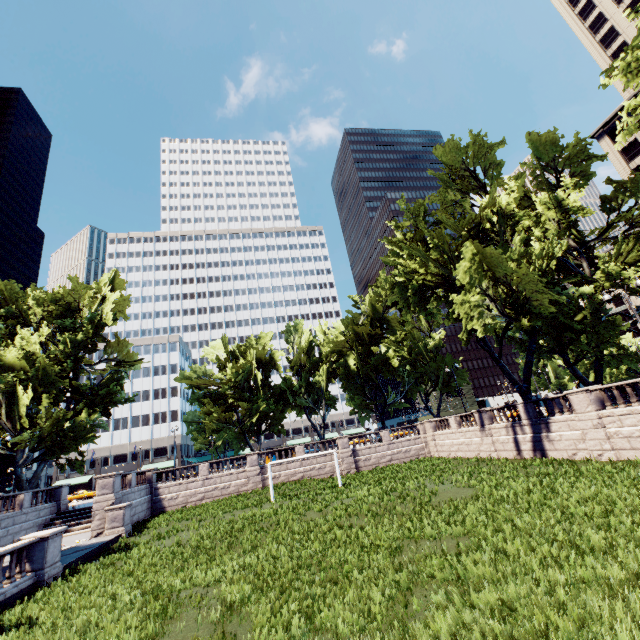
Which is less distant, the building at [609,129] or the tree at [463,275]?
the tree at [463,275]

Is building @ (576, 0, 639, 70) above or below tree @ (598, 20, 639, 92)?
above

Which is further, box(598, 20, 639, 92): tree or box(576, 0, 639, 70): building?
box(576, 0, 639, 70): building

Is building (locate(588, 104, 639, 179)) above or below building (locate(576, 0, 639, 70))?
below

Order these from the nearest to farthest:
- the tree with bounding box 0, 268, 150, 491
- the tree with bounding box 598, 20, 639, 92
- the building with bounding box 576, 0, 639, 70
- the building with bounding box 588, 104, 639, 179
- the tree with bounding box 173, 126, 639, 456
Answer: the tree with bounding box 598, 20, 639, 92 → the tree with bounding box 173, 126, 639, 456 → the tree with bounding box 0, 268, 150, 491 → the building with bounding box 588, 104, 639, 179 → the building with bounding box 576, 0, 639, 70

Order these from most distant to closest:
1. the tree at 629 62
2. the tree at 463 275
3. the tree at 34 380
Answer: the tree at 34 380, the tree at 463 275, the tree at 629 62

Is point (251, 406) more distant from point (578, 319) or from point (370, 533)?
point (578, 319)
